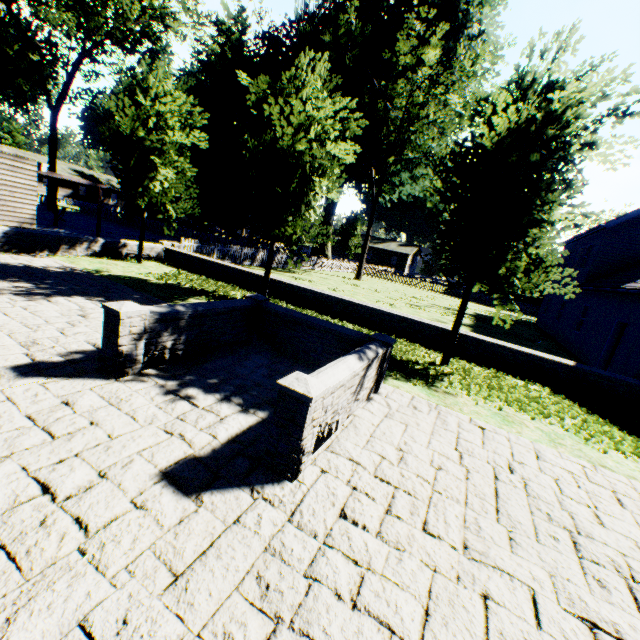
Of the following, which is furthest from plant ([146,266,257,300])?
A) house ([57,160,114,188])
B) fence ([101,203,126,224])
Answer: house ([57,160,114,188])

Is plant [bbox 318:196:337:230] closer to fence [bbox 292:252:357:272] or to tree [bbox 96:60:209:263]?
fence [bbox 292:252:357:272]

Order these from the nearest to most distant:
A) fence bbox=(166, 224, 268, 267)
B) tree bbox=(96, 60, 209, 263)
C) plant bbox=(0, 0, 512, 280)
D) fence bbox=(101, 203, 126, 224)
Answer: tree bbox=(96, 60, 209, 263), fence bbox=(166, 224, 268, 267), plant bbox=(0, 0, 512, 280), fence bbox=(101, 203, 126, 224)

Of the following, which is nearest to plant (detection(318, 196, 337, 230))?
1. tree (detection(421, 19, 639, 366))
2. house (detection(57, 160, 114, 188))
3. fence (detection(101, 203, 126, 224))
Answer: fence (detection(101, 203, 126, 224))

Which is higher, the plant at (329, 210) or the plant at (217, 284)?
the plant at (329, 210)

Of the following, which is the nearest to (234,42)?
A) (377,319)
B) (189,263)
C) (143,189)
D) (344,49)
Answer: (344,49)

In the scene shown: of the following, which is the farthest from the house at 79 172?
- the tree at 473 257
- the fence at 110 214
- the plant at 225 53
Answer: the tree at 473 257

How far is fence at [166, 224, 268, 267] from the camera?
18.6m
